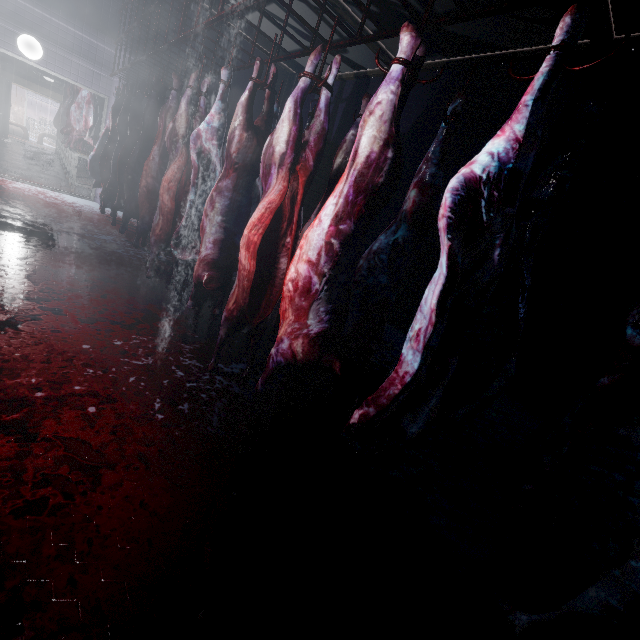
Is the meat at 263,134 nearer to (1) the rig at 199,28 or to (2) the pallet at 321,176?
(1) the rig at 199,28

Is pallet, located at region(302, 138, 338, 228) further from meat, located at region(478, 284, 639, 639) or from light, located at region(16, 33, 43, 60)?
light, located at region(16, 33, 43, 60)

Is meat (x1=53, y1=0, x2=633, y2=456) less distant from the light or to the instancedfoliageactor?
the light

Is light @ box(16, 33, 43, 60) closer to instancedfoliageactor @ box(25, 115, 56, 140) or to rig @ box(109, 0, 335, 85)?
rig @ box(109, 0, 335, 85)

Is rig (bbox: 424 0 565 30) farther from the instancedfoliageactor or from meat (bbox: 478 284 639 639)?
the instancedfoliageactor

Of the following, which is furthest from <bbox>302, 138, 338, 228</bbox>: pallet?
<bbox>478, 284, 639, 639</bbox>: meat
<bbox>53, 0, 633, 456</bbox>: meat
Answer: <bbox>478, 284, 639, 639</bbox>: meat

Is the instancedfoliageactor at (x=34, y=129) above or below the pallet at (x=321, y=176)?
below

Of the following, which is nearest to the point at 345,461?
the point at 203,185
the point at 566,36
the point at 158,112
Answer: the point at 566,36
